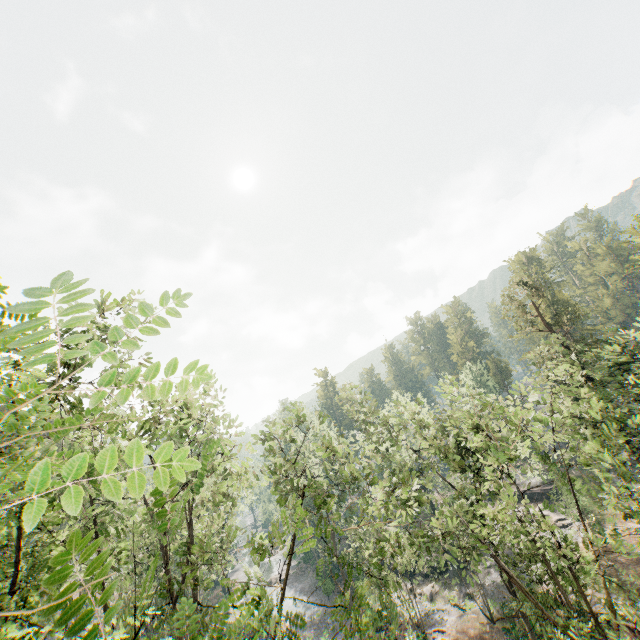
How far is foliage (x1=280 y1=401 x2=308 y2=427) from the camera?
12.50m

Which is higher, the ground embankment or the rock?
the ground embankment

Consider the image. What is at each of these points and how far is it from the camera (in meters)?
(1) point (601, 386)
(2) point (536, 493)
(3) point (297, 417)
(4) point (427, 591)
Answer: (1) foliage, 23.61
(2) ground embankment, 43.91
(3) foliage, 12.54
(4) rock, 36.12

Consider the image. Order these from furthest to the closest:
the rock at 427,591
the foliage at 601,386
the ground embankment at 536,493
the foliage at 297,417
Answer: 1. the ground embankment at 536,493
2. the rock at 427,591
3. the foliage at 297,417
4. the foliage at 601,386

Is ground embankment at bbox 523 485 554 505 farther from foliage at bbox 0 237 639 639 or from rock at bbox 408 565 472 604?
rock at bbox 408 565 472 604

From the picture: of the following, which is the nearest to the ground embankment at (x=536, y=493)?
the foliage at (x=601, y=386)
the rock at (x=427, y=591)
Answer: the foliage at (x=601, y=386)

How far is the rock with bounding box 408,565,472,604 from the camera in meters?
33.9
